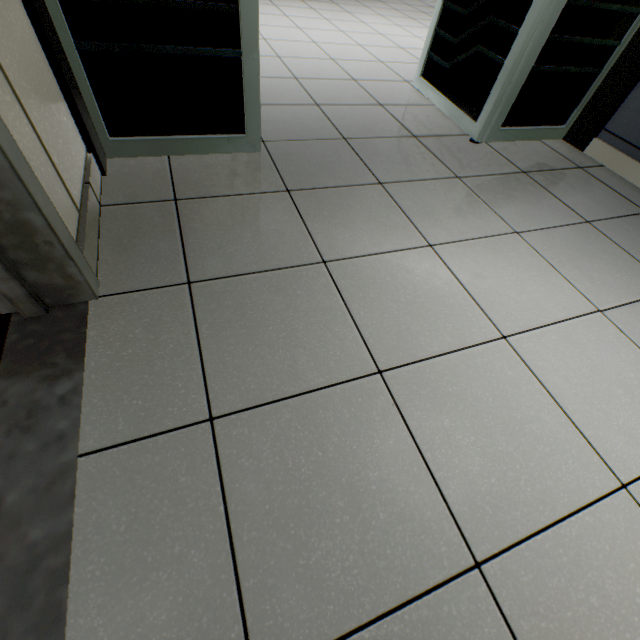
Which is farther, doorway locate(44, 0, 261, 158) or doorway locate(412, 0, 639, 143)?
doorway locate(412, 0, 639, 143)

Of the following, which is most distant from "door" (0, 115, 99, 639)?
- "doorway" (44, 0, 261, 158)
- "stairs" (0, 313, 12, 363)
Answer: "doorway" (44, 0, 261, 158)

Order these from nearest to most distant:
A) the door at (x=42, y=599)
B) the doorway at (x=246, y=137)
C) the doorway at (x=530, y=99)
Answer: the door at (x=42, y=599) → the doorway at (x=246, y=137) → the doorway at (x=530, y=99)

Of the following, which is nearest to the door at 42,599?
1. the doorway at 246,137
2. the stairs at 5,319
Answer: the stairs at 5,319

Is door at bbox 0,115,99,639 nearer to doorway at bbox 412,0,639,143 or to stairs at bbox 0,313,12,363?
stairs at bbox 0,313,12,363

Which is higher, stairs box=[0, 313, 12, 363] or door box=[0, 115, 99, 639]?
stairs box=[0, 313, 12, 363]

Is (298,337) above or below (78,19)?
below
